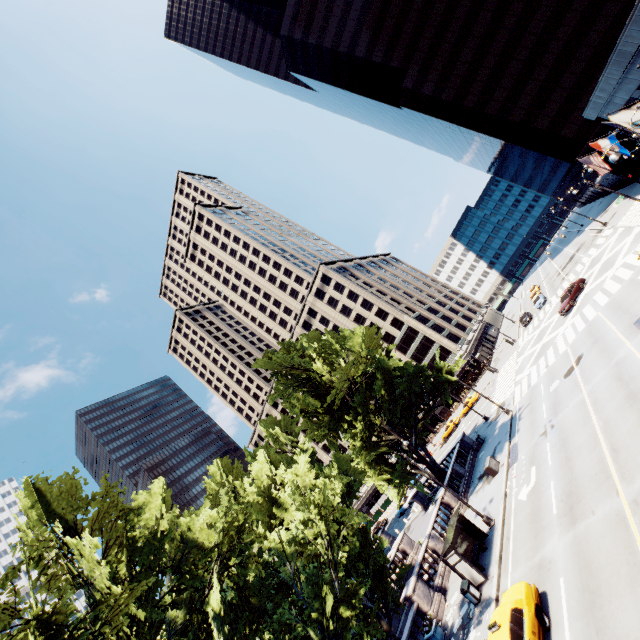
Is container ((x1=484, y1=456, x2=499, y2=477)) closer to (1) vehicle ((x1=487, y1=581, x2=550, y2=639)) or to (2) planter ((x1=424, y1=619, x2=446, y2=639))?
(2) planter ((x1=424, y1=619, x2=446, y2=639))

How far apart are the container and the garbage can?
10.2m

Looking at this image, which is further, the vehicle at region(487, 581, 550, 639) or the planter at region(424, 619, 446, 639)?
the planter at region(424, 619, 446, 639)

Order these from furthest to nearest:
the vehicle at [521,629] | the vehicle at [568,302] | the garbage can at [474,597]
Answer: the vehicle at [568,302] → the garbage can at [474,597] → the vehicle at [521,629]

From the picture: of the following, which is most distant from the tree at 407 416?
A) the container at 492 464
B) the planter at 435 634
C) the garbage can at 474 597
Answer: the container at 492 464

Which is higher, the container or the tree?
the tree

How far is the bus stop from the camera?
17.69m

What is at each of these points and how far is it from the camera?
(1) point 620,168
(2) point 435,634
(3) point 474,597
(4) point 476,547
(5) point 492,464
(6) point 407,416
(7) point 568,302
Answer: (1) building, 46.6 meters
(2) planter, 17.6 meters
(3) garbage can, 16.9 meters
(4) bus stop, 19.5 meters
(5) container, 26.2 meters
(6) tree, 34.6 meters
(7) vehicle, 36.0 meters
